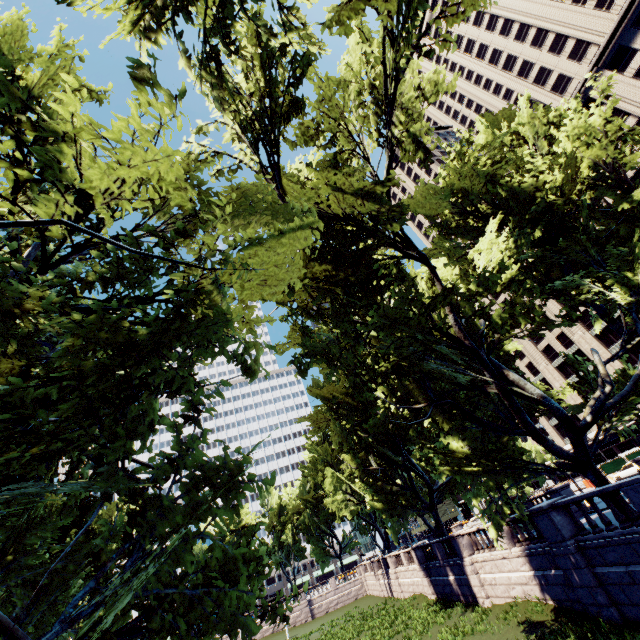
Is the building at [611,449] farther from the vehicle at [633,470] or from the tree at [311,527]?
the vehicle at [633,470]

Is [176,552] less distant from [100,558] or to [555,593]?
[100,558]

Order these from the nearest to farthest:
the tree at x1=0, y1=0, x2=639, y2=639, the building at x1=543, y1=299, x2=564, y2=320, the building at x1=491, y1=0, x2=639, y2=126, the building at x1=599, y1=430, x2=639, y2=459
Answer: the tree at x1=0, y1=0, x2=639, y2=639 → the building at x1=491, y1=0, x2=639, y2=126 → the building at x1=599, y1=430, x2=639, y2=459 → the building at x1=543, y1=299, x2=564, y2=320

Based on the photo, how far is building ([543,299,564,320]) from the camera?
57.2 meters

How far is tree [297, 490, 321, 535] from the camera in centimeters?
5819cm

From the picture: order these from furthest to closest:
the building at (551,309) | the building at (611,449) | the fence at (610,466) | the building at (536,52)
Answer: the building at (551,309) < the building at (611,449) < the building at (536,52) < the fence at (610,466)

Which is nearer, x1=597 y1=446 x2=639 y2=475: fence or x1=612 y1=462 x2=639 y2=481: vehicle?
x1=612 y1=462 x2=639 y2=481: vehicle
